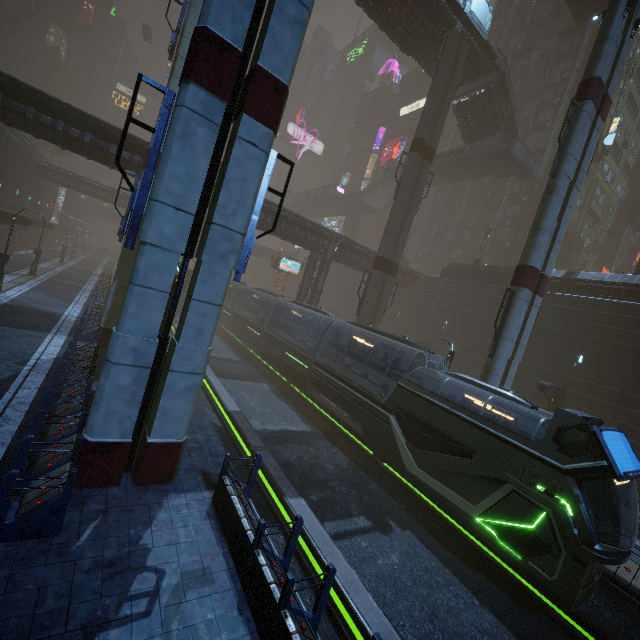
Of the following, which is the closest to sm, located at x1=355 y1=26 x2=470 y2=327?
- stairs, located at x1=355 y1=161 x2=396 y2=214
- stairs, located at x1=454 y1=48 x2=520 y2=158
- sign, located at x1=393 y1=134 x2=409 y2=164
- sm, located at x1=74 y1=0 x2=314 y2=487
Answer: stairs, located at x1=355 y1=161 x2=396 y2=214

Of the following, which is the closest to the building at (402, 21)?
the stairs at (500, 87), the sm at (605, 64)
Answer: the sm at (605, 64)

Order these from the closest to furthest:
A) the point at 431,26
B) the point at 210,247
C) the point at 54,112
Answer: the point at 210,247
the point at 54,112
the point at 431,26

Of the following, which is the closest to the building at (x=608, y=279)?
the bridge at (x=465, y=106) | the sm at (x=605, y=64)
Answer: the sm at (x=605, y=64)

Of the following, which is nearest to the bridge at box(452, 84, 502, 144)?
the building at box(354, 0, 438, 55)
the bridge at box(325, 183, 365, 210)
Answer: the building at box(354, 0, 438, 55)

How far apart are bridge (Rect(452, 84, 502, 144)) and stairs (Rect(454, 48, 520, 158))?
0.01m

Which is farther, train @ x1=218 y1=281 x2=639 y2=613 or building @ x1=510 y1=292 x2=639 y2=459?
building @ x1=510 y1=292 x2=639 y2=459

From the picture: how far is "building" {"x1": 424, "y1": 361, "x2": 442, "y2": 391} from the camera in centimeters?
3253cm
